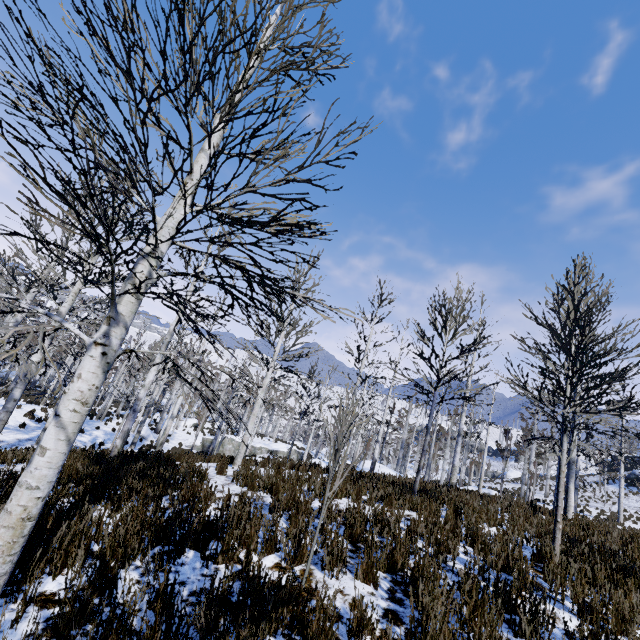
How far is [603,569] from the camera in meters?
4.7 m

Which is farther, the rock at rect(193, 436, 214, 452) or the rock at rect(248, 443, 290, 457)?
the rock at rect(248, 443, 290, 457)

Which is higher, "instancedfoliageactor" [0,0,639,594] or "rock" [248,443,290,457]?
"instancedfoliageactor" [0,0,639,594]

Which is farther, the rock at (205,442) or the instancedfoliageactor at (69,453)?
the rock at (205,442)

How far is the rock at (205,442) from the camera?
29.7m

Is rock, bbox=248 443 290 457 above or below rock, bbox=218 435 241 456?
above

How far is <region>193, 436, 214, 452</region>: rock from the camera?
29.7 meters
